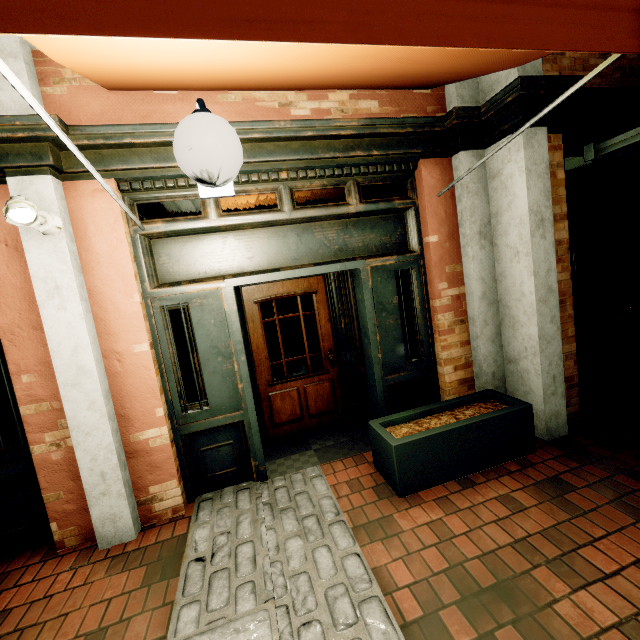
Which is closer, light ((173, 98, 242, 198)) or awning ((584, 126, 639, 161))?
light ((173, 98, 242, 198))

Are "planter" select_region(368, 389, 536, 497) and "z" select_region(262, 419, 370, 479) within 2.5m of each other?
yes

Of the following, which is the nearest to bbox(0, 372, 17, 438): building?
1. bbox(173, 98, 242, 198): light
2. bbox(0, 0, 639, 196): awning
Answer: bbox(0, 0, 639, 196): awning

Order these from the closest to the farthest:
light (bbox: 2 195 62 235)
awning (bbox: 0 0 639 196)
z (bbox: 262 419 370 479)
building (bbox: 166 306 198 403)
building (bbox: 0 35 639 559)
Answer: awning (bbox: 0 0 639 196) < light (bbox: 2 195 62 235) < building (bbox: 0 35 639 559) < building (bbox: 166 306 198 403) < z (bbox: 262 419 370 479)

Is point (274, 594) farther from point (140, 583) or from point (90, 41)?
point (90, 41)

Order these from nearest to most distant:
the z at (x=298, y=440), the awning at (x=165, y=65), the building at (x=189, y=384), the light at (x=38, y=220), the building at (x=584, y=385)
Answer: the awning at (x=165, y=65) → the light at (x=38, y=220) → the building at (x=584, y=385) → the building at (x=189, y=384) → the z at (x=298, y=440)

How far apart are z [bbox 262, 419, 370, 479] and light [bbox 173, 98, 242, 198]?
3.1 meters

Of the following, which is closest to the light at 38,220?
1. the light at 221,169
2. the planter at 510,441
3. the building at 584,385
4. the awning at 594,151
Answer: the building at 584,385
